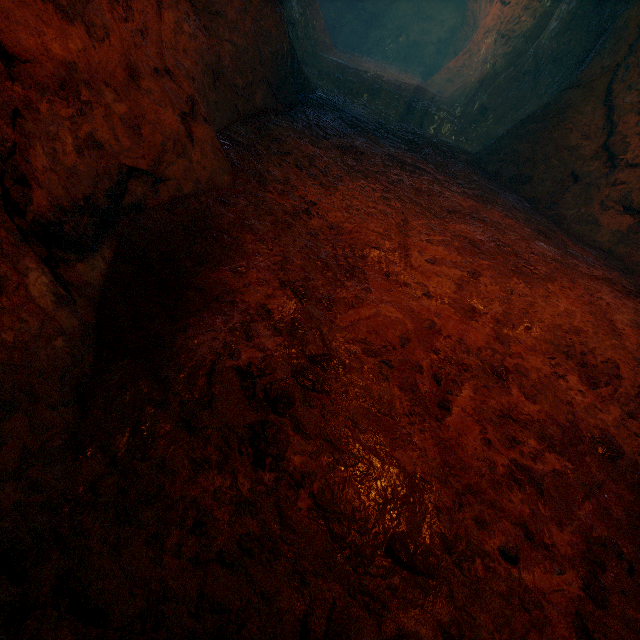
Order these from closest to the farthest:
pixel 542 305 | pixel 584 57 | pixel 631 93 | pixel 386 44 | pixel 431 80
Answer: pixel 542 305
pixel 631 93
pixel 584 57
pixel 431 80
pixel 386 44
